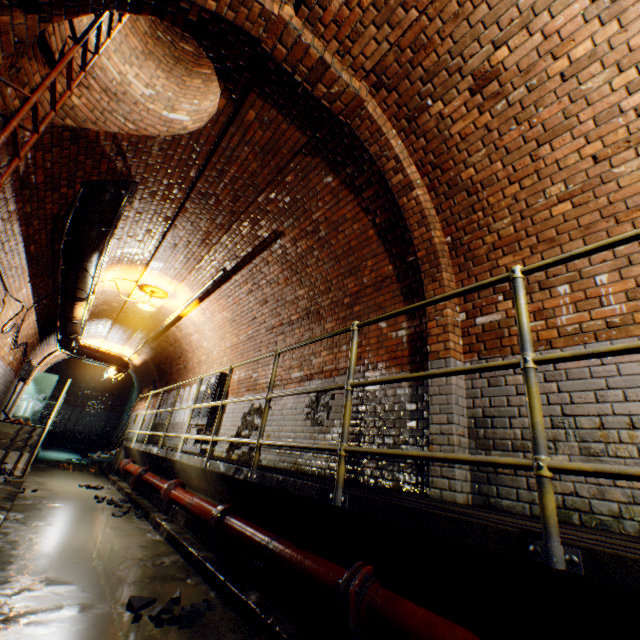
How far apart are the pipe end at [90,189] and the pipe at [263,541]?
4.6 meters

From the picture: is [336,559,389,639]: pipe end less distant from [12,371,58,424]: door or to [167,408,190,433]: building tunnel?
[167,408,190,433]: building tunnel

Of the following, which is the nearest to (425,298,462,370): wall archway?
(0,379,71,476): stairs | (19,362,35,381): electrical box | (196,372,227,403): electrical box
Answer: (196,372,227,403): electrical box

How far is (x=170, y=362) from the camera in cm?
1245

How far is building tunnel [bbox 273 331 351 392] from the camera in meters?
4.9

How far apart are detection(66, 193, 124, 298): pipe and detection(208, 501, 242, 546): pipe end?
4.2m

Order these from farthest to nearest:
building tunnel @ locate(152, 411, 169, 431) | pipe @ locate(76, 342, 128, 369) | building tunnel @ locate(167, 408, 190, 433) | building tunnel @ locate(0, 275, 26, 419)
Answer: pipe @ locate(76, 342, 128, 369) → building tunnel @ locate(152, 411, 169, 431) → building tunnel @ locate(167, 408, 190, 433) → building tunnel @ locate(0, 275, 26, 419)

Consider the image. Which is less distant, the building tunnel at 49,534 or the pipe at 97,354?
the building tunnel at 49,534
